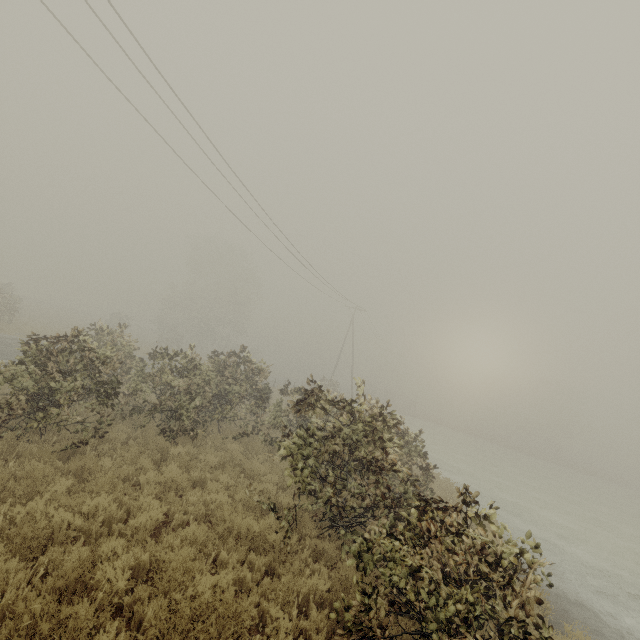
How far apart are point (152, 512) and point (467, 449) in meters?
39.3 m
